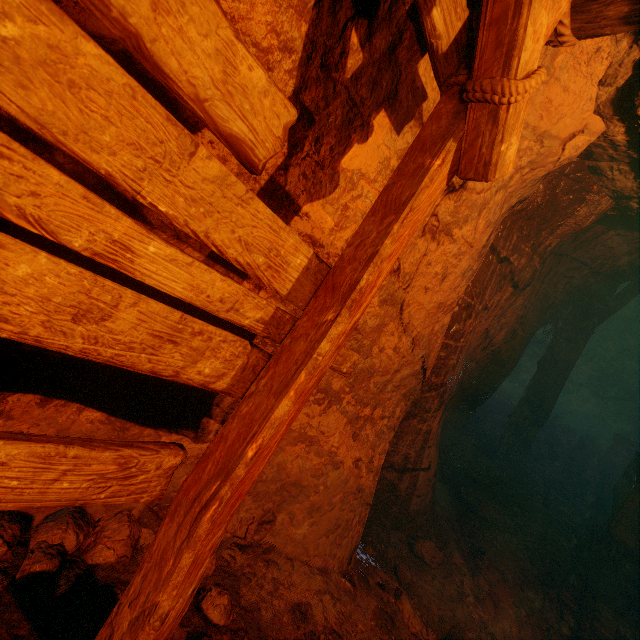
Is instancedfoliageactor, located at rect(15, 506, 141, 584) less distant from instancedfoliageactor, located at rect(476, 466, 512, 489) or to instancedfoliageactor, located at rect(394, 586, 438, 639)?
instancedfoliageactor, located at rect(394, 586, 438, 639)

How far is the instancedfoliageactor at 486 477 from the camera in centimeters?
528cm

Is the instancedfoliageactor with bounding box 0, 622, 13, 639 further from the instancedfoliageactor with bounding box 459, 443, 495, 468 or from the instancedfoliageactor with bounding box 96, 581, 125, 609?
the instancedfoliageactor with bounding box 459, 443, 495, 468

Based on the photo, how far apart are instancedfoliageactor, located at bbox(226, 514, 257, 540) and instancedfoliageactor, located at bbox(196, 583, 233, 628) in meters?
0.2 m

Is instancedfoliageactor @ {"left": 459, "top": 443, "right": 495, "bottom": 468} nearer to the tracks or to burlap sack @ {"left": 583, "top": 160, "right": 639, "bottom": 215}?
the tracks

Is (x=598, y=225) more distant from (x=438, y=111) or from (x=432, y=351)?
(x=438, y=111)

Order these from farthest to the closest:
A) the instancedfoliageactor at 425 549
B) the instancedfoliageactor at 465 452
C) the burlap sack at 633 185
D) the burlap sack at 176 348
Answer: the instancedfoliageactor at 465 452, the instancedfoliageactor at 425 549, the burlap sack at 633 185, the burlap sack at 176 348

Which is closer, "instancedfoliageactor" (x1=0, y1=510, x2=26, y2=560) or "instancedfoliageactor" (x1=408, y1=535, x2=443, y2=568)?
"instancedfoliageactor" (x1=0, y1=510, x2=26, y2=560)
